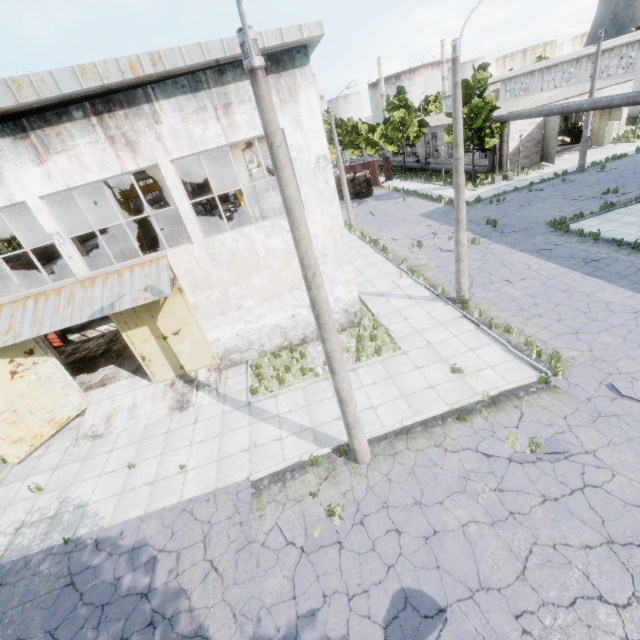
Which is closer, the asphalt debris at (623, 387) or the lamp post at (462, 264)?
the asphalt debris at (623, 387)

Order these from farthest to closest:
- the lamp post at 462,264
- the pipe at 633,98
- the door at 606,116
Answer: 1. the door at 606,116
2. the pipe at 633,98
3. the lamp post at 462,264

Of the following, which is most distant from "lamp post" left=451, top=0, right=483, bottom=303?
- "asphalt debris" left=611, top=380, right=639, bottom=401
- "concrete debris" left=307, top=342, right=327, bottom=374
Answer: "asphalt debris" left=611, top=380, right=639, bottom=401

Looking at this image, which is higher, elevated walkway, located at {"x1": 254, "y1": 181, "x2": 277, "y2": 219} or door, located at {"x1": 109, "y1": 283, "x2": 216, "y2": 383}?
elevated walkway, located at {"x1": 254, "y1": 181, "x2": 277, "y2": 219}

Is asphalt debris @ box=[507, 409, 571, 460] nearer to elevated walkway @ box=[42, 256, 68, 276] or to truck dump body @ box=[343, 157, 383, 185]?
elevated walkway @ box=[42, 256, 68, 276]

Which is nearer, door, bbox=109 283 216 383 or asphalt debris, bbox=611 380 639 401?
asphalt debris, bbox=611 380 639 401

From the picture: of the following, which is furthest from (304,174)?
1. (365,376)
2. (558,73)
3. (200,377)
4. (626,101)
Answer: (558,73)

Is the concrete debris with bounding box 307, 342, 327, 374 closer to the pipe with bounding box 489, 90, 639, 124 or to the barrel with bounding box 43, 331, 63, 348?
the barrel with bounding box 43, 331, 63, 348
